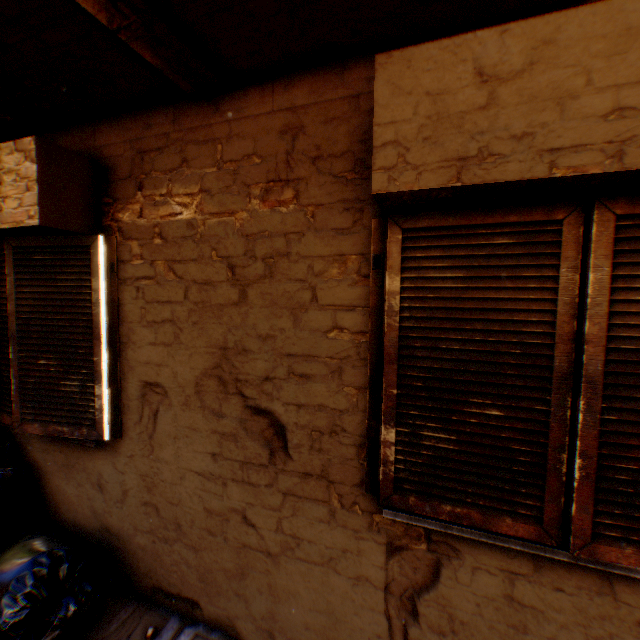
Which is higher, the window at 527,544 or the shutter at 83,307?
the shutter at 83,307

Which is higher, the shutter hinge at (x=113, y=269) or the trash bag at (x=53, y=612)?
the shutter hinge at (x=113, y=269)

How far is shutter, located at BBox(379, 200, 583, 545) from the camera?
1.4m

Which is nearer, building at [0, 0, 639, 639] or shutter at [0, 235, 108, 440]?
building at [0, 0, 639, 639]

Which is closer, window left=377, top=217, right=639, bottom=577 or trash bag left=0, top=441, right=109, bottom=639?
window left=377, top=217, right=639, bottom=577

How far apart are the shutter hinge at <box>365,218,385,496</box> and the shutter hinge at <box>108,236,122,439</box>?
1.9m

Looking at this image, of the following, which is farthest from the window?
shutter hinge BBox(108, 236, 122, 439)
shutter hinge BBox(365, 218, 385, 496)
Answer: shutter hinge BBox(108, 236, 122, 439)

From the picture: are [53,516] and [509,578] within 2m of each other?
no
